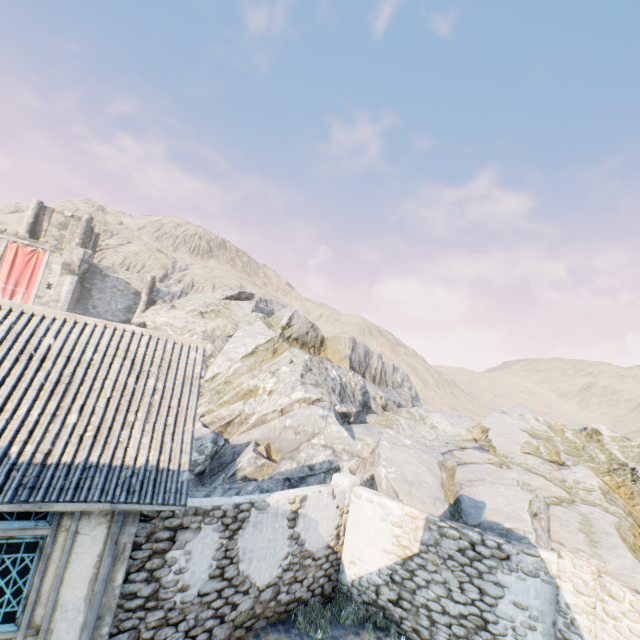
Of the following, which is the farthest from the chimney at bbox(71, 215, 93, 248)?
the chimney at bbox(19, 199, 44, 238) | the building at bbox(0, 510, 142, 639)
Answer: the building at bbox(0, 510, 142, 639)

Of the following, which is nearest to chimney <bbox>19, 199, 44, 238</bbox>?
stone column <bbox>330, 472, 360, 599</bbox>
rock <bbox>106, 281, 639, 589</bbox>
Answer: rock <bbox>106, 281, 639, 589</bbox>

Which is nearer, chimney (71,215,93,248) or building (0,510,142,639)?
building (0,510,142,639)

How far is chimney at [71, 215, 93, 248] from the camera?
37.2m

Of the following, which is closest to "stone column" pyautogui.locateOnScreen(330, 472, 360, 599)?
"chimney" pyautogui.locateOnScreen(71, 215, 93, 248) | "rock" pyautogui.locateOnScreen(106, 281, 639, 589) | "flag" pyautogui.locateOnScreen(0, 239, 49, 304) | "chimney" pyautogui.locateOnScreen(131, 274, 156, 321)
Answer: "rock" pyautogui.locateOnScreen(106, 281, 639, 589)

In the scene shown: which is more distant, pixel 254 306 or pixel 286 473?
pixel 254 306

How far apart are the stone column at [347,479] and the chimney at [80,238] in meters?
41.0 m

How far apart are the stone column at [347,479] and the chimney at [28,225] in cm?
4313
